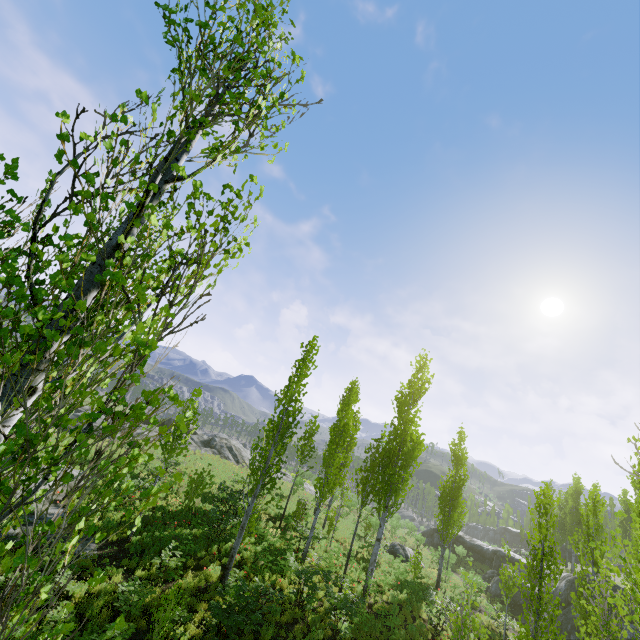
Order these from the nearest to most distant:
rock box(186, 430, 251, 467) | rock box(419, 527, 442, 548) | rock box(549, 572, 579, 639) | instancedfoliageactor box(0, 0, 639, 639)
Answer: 1. instancedfoliageactor box(0, 0, 639, 639)
2. rock box(549, 572, 579, 639)
3. rock box(186, 430, 251, 467)
4. rock box(419, 527, 442, 548)

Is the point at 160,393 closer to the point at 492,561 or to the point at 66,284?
Result: the point at 66,284

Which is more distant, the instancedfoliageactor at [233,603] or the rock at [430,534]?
the rock at [430,534]

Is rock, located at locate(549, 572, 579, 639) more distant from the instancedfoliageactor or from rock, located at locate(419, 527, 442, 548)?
the instancedfoliageactor

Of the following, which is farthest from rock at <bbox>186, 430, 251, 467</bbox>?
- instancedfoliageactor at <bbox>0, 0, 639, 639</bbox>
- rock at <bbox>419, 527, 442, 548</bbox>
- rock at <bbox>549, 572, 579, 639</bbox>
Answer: rock at <bbox>419, 527, 442, 548</bbox>

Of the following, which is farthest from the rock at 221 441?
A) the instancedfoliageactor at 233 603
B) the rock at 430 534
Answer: the rock at 430 534

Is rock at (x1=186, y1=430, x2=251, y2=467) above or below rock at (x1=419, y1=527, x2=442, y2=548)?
above

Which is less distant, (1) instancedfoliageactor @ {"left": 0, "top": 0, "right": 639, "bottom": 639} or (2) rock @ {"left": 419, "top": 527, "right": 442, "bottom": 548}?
(1) instancedfoliageactor @ {"left": 0, "top": 0, "right": 639, "bottom": 639}
